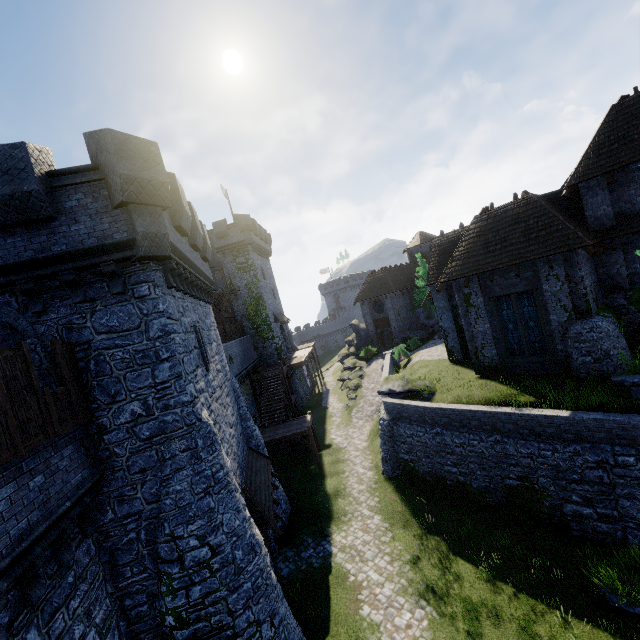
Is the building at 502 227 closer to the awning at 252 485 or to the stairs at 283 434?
the stairs at 283 434

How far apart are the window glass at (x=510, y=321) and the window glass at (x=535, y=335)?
0.2m

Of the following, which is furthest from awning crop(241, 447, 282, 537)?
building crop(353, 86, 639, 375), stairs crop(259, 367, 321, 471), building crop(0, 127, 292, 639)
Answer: building crop(353, 86, 639, 375)

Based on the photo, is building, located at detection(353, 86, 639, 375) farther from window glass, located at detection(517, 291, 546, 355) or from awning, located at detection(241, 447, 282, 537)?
awning, located at detection(241, 447, 282, 537)

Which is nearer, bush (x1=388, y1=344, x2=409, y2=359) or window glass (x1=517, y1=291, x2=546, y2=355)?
window glass (x1=517, y1=291, x2=546, y2=355)

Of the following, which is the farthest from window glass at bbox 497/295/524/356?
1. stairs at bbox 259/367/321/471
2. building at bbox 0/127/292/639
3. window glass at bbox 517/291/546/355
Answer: building at bbox 0/127/292/639

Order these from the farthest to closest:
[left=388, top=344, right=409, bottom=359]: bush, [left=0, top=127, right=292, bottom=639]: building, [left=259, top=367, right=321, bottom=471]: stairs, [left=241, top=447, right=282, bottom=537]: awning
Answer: [left=388, top=344, right=409, bottom=359]: bush
[left=259, top=367, right=321, bottom=471]: stairs
[left=241, top=447, right=282, bottom=537]: awning
[left=0, top=127, right=292, bottom=639]: building

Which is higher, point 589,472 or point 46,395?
point 46,395
